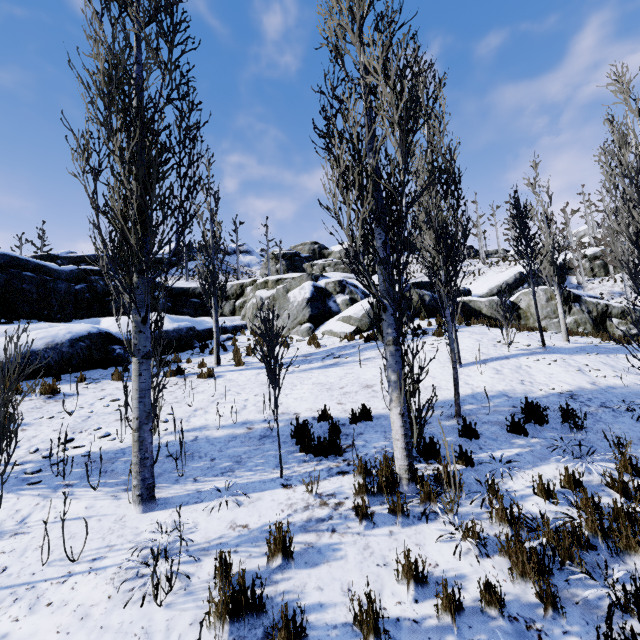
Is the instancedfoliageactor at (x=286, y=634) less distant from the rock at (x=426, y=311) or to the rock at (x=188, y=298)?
the rock at (x=188, y=298)

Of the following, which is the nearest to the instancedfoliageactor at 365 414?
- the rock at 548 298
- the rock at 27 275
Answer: the rock at 27 275

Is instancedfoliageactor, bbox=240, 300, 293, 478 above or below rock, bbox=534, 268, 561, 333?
below

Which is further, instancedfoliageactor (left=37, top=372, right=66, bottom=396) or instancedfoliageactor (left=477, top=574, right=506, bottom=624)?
instancedfoliageactor (left=37, top=372, right=66, bottom=396)

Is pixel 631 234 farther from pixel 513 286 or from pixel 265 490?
pixel 513 286

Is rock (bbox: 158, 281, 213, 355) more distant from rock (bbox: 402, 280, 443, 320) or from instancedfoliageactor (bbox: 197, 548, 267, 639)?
instancedfoliageactor (bbox: 197, 548, 267, 639)

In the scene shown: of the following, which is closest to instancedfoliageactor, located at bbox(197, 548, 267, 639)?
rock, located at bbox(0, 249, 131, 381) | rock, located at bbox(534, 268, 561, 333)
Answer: rock, located at bbox(0, 249, 131, 381)

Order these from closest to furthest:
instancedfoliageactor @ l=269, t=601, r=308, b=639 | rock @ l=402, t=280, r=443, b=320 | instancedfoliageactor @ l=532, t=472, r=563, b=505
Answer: instancedfoliageactor @ l=269, t=601, r=308, b=639, instancedfoliageactor @ l=532, t=472, r=563, b=505, rock @ l=402, t=280, r=443, b=320
